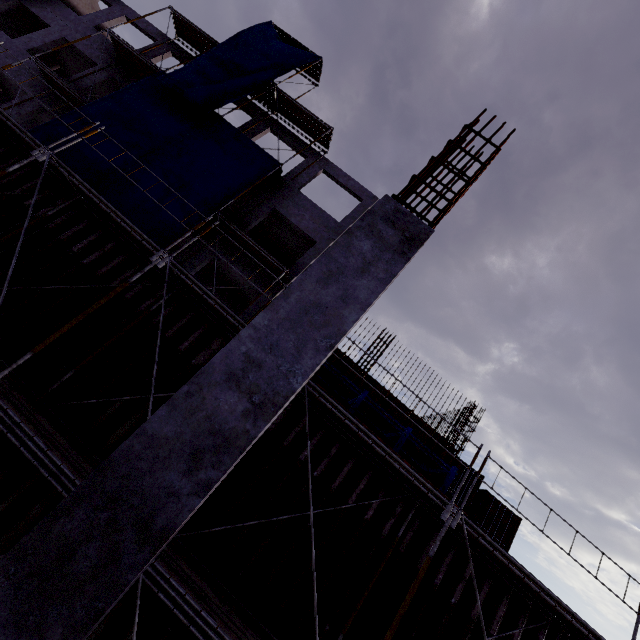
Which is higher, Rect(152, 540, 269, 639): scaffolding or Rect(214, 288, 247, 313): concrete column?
Rect(214, 288, 247, 313): concrete column

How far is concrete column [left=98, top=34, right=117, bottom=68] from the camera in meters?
17.9

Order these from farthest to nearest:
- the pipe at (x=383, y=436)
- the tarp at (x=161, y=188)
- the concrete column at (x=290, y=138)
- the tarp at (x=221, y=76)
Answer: the concrete column at (x=290, y=138) → the tarp at (x=221, y=76) → the tarp at (x=161, y=188) → the pipe at (x=383, y=436)

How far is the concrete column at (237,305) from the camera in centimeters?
1814cm

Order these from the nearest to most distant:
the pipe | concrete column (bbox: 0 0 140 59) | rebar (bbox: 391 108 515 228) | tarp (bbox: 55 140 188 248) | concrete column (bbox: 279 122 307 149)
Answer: rebar (bbox: 391 108 515 228) < the pipe < tarp (bbox: 55 140 188 248) < concrete column (bbox: 0 0 140 59) < concrete column (bbox: 279 122 307 149)

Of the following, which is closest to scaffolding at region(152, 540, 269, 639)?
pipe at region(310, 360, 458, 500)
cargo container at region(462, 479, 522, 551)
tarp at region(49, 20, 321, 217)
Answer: pipe at region(310, 360, 458, 500)

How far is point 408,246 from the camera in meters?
2.9 m
